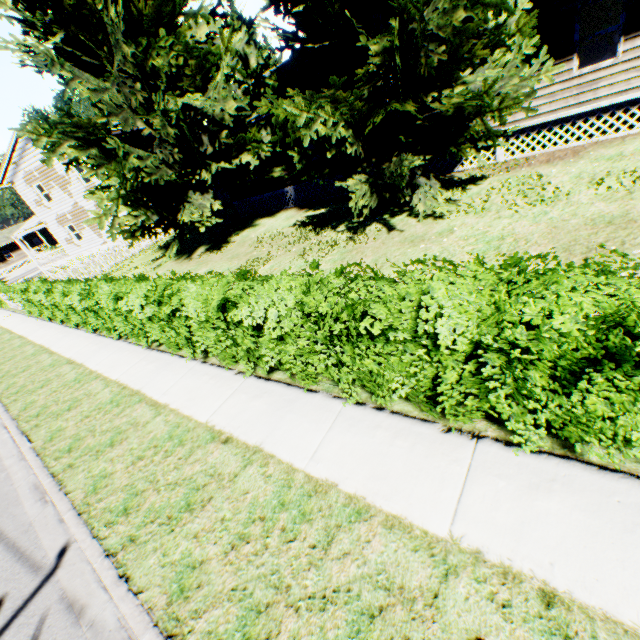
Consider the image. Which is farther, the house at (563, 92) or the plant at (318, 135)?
the house at (563, 92)

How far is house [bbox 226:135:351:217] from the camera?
15.93m

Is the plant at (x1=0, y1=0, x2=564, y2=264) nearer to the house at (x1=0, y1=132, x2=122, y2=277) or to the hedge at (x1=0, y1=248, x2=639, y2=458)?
the house at (x1=0, y1=132, x2=122, y2=277)

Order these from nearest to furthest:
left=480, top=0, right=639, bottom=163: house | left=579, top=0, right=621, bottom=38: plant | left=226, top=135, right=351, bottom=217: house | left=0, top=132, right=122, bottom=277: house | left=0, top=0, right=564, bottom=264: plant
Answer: left=0, top=0, right=564, bottom=264: plant
left=480, top=0, right=639, bottom=163: house
left=579, top=0, right=621, bottom=38: plant
left=226, top=135, right=351, bottom=217: house
left=0, top=132, right=122, bottom=277: house

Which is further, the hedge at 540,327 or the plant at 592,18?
the plant at 592,18

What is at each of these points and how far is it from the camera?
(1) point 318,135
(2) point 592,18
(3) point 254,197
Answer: (1) plant, 9.10m
(2) plant, 12.74m
(3) house, 19.06m

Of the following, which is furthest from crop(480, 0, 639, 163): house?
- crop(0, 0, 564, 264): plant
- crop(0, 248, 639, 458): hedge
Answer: crop(0, 248, 639, 458): hedge
